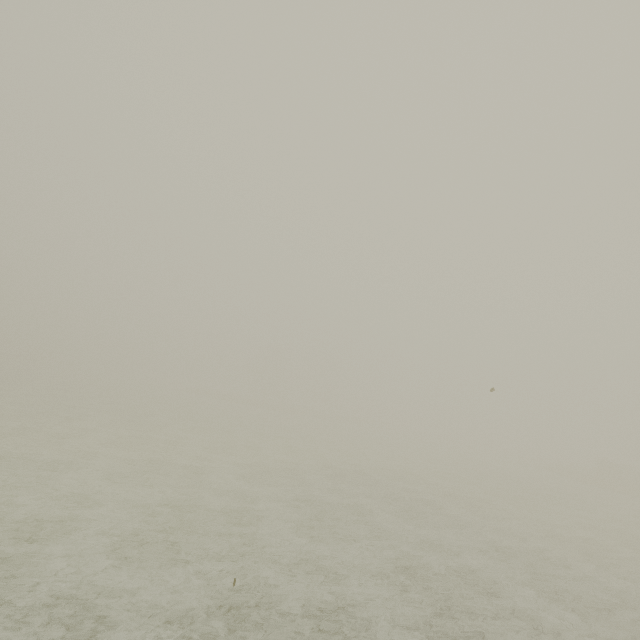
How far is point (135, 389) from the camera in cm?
4856
